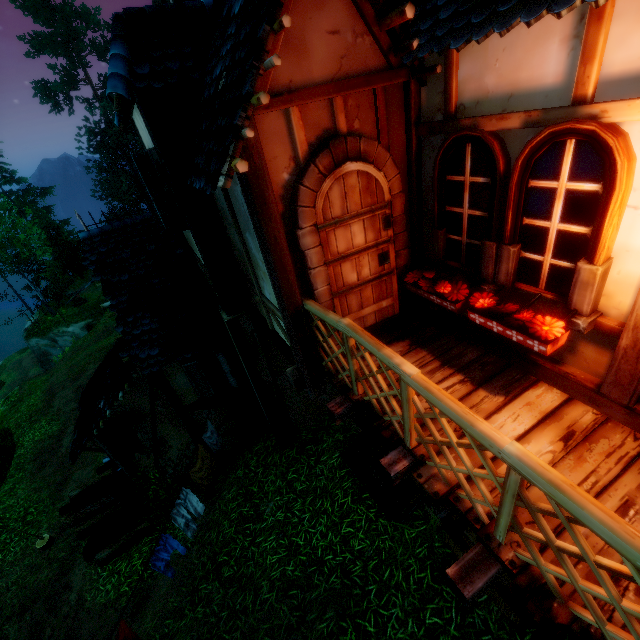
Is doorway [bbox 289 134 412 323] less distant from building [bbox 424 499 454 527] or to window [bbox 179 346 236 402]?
building [bbox 424 499 454 527]

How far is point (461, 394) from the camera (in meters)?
3.36

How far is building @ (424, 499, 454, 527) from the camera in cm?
576

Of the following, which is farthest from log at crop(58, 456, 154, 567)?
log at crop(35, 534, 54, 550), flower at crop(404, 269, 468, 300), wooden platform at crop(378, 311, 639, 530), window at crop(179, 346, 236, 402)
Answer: flower at crop(404, 269, 468, 300)

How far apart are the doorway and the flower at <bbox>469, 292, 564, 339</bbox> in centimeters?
20cm

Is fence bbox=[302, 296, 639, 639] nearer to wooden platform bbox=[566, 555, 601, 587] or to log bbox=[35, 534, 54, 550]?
wooden platform bbox=[566, 555, 601, 587]

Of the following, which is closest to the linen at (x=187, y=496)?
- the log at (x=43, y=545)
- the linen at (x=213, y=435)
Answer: the linen at (x=213, y=435)

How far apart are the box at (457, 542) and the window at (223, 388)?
5.26m
